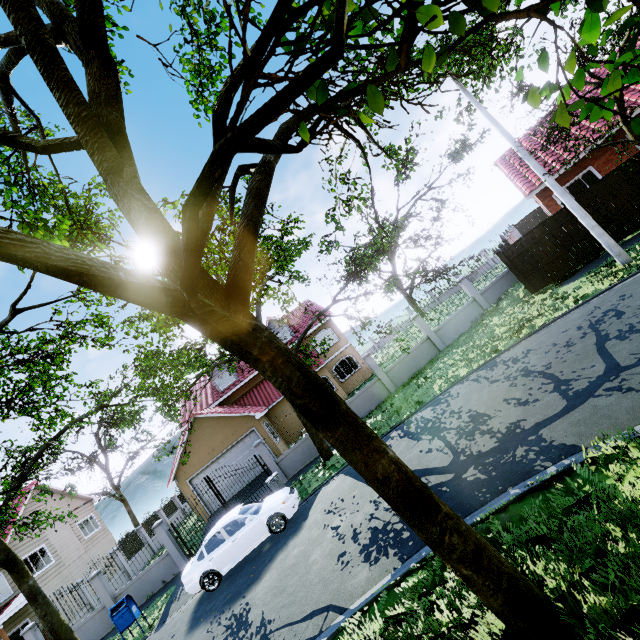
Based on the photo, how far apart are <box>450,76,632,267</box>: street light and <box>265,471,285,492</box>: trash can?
15.00m

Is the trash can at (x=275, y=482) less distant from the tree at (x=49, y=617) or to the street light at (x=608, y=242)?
the tree at (x=49, y=617)

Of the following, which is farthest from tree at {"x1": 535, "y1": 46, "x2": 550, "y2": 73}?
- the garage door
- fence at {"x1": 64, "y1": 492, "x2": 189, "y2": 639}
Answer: the garage door

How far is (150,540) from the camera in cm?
2425

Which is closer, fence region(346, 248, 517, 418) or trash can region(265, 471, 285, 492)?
trash can region(265, 471, 285, 492)

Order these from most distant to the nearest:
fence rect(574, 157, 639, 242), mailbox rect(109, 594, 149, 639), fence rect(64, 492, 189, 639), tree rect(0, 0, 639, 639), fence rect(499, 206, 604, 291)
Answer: fence rect(64, 492, 189, 639) < fence rect(499, 206, 604, 291) < fence rect(574, 157, 639, 242) < mailbox rect(109, 594, 149, 639) < tree rect(0, 0, 639, 639)

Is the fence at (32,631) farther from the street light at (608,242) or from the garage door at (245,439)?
the street light at (608,242)

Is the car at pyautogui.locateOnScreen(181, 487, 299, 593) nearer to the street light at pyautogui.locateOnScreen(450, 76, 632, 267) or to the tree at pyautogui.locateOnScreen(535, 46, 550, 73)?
the tree at pyautogui.locateOnScreen(535, 46, 550, 73)
